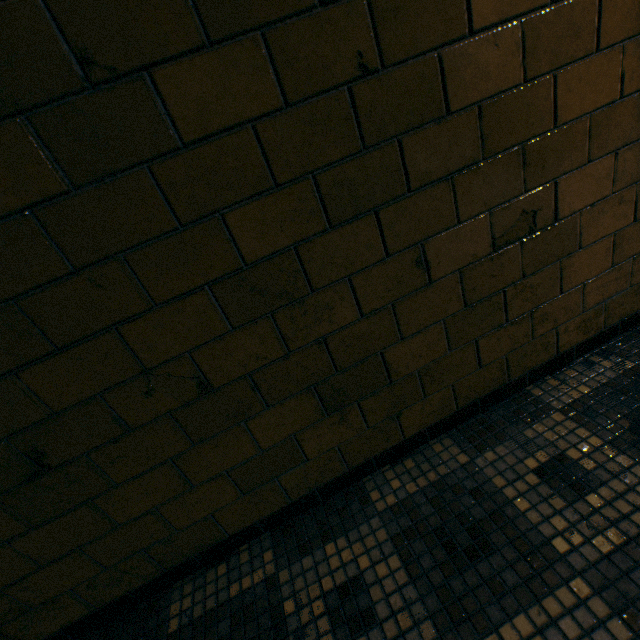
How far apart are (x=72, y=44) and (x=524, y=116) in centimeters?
110cm
